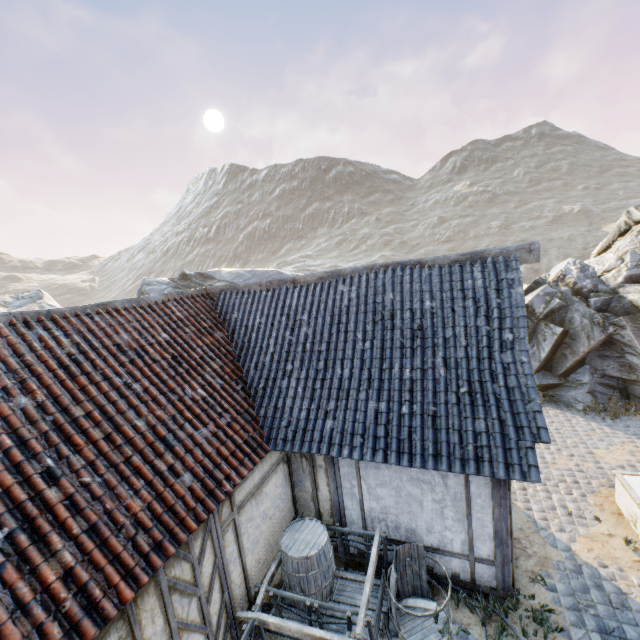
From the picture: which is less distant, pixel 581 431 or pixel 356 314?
pixel 356 314

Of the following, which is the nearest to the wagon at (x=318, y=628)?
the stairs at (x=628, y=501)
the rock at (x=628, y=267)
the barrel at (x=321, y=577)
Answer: the barrel at (x=321, y=577)

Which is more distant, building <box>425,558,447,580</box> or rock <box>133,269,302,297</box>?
rock <box>133,269,302,297</box>

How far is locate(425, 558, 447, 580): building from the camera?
6.1 meters

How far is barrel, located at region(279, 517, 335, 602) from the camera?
5.6m

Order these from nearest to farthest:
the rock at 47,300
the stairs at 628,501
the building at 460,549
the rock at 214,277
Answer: the building at 460,549 < the stairs at 628,501 < the rock at 47,300 < the rock at 214,277

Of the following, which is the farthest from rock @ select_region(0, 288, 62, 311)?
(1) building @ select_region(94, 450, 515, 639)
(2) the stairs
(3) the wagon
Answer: (3) the wagon

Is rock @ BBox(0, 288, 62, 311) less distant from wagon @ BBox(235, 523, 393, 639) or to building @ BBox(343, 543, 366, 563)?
building @ BBox(343, 543, 366, 563)
